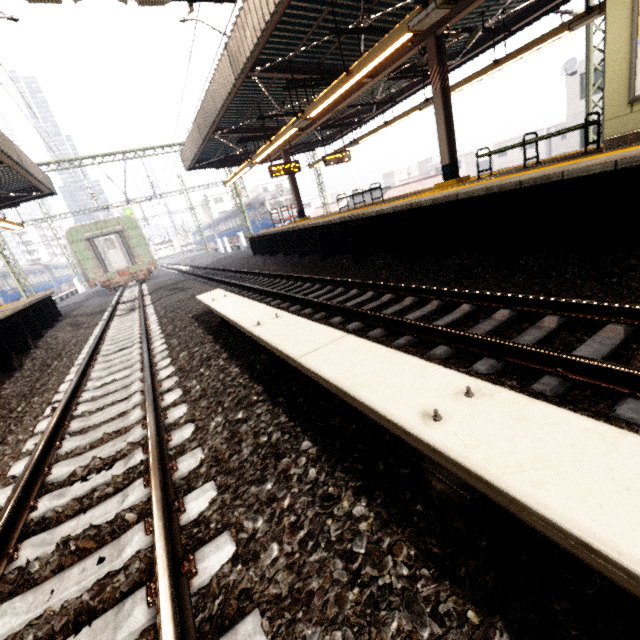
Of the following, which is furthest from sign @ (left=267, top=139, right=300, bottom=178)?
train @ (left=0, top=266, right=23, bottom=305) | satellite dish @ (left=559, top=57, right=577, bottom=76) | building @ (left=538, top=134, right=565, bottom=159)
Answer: building @ (left=538, top=134, right=565, bottom=159)

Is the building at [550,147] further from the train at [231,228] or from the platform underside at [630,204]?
the platform underside at [630,204]

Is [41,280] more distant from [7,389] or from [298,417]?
[298,417]

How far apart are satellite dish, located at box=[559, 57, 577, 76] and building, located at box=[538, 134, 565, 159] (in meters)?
A: 25.91

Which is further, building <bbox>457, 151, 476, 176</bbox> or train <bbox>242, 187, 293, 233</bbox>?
building <bbox>457, 151, 476, 176</bbox>

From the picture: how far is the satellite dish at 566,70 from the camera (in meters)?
20.17

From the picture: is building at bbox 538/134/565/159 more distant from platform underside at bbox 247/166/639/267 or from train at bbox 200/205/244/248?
platform underside at bbox 247/166/639/267

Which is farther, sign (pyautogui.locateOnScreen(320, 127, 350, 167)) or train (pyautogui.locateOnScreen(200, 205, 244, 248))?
train (pyautogui.locateOnScreen(200, 205, 244, 248))
